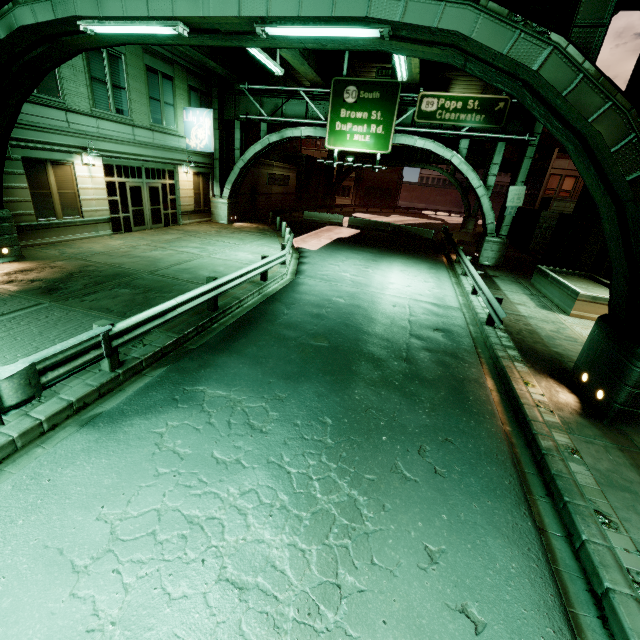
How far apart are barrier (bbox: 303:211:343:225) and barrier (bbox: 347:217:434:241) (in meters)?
4.77

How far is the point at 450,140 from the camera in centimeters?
4272cm

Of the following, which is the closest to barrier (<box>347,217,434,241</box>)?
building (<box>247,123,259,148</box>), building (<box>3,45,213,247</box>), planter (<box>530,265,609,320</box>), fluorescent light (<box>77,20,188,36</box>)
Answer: planter (<box>530,265,609,320</box>)

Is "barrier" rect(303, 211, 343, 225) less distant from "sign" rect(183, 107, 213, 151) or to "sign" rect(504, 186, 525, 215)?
"sign" rect(183, 107, 213, 151)

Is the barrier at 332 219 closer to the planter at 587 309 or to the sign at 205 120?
the sign at 205 120

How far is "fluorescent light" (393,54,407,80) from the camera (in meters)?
11.38

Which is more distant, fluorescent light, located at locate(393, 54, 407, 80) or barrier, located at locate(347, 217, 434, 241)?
barrier, located at locate(347, 217, 434, 241)

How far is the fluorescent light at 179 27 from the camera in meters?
6.4
